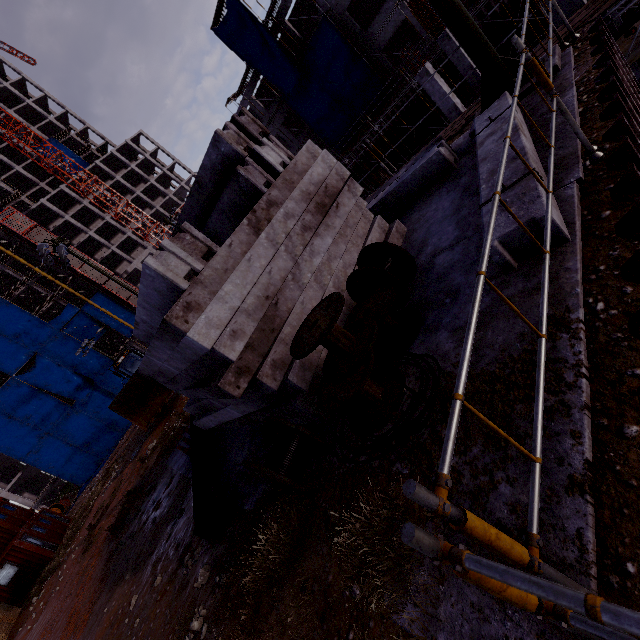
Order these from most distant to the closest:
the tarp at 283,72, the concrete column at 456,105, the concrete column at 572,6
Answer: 1. the tarp at 283,72
2. the concrete column at 456,105
3. the concrete column at 572,6

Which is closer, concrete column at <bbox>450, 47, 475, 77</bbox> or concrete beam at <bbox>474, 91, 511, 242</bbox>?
concrete beam at <bbox>474, 91, 511, 242</bbox>

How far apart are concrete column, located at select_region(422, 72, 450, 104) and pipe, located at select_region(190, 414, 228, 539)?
16.3 meters

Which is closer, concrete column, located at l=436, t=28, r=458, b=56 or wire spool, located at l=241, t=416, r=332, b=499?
wire spool, located at l=241, t=416, r=332, b=499

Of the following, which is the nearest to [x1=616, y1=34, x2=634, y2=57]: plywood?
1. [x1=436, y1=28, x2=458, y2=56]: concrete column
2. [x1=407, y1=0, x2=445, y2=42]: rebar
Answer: [x1=407, y1=0, x2=445, y2=42]: rebar

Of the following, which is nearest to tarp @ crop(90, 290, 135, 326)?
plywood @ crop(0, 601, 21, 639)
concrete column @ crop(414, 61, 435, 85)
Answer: plywood @ crop(0, 601, 21, 639)

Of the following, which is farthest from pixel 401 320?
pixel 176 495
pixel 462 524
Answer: pixel 176 495

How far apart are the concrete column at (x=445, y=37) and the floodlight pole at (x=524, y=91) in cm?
1457
